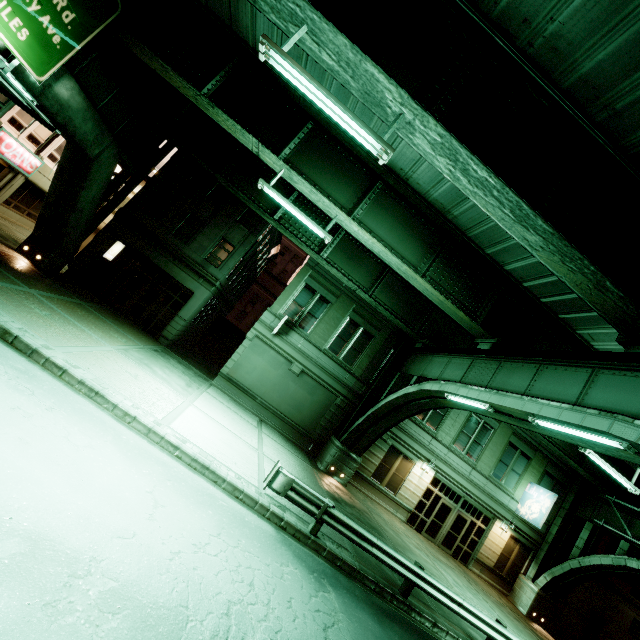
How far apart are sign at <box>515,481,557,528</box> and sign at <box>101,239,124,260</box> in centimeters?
3081cm

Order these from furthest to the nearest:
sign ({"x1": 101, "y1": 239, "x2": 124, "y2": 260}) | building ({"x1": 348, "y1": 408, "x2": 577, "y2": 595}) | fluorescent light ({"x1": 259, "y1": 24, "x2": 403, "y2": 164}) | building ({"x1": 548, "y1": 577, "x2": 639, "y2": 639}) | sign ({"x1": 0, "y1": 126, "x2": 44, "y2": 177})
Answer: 1. building ({"x1": 548, "y1": 577, "x2": 639, "y2": 639})
2. building ({"x1": 348, "y1": 408, "x2": 577, "y2": 595})
3. sign ({"x1": 101, "y1": 239, "x2": 124, "y2": 260})
4. sign ({"x1": 0, "y1": 126, "x2": 44, "y2": 177})
5. fluorescent light ({"x1": 259, "y1": 24, "x2": 403, "y2": 164})

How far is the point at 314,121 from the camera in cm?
1246

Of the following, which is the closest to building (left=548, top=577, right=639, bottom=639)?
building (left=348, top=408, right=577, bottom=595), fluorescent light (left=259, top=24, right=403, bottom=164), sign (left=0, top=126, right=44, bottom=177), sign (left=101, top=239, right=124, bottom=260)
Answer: building (left=348, top=408, right=577, bottom=595)

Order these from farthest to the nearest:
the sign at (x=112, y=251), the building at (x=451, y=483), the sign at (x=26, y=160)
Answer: the building at (x=451, y=483) < the sign at (x=112, y=251) < the sign at (x=26, y=160)

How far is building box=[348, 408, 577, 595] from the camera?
20.1 meters

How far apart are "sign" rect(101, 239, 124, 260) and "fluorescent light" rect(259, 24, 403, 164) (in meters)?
16.96

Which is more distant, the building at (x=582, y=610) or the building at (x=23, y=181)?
the building at (x=582, y=610)
